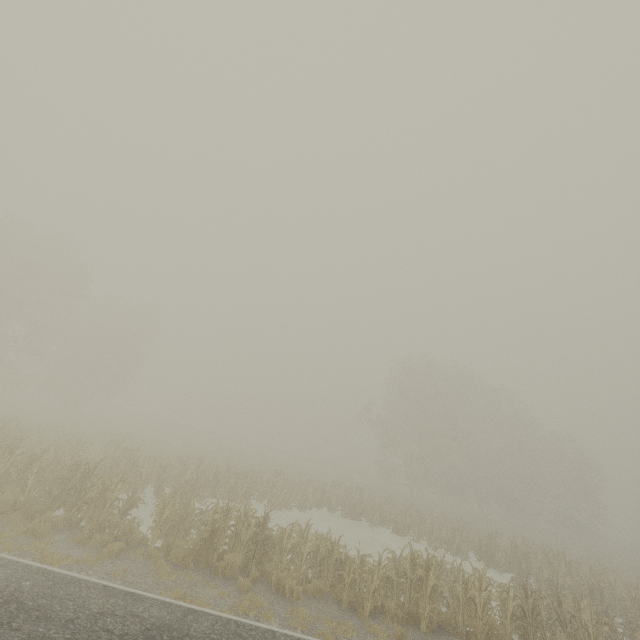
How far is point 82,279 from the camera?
36.6m

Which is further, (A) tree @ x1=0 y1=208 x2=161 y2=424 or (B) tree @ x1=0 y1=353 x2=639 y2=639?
(A) tree @ x1=0 y1=208 x2=161 y2=424

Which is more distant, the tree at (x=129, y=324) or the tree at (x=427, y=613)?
the tree at (x=129, y=324)
